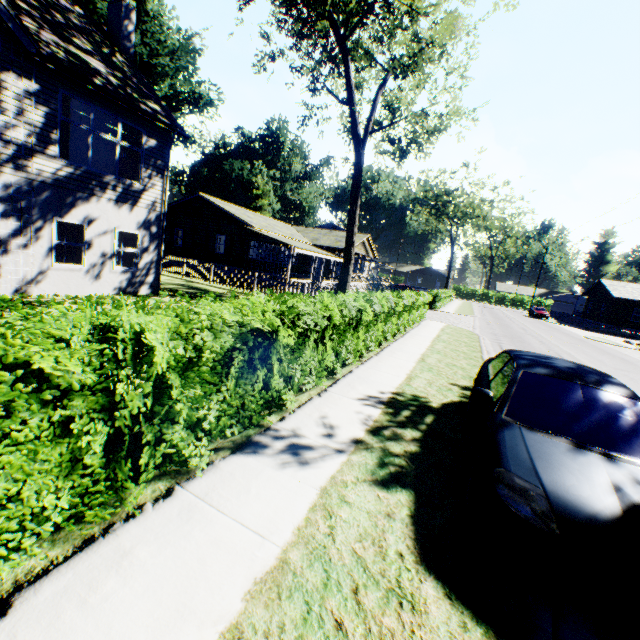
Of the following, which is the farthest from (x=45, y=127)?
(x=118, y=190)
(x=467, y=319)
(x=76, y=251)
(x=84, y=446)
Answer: (x=467, y=319)

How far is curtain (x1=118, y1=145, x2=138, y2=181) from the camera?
12.04m

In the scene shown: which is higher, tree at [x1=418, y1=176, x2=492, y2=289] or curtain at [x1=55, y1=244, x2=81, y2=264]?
tree at [x1=418, y1=176, x2=492, y2=289]

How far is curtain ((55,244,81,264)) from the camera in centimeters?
1084cm

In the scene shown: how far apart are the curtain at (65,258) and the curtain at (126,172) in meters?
2.0 m

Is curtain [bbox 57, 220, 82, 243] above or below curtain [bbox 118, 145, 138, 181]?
below

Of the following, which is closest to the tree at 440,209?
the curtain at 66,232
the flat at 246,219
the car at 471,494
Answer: the flat at 246,219
